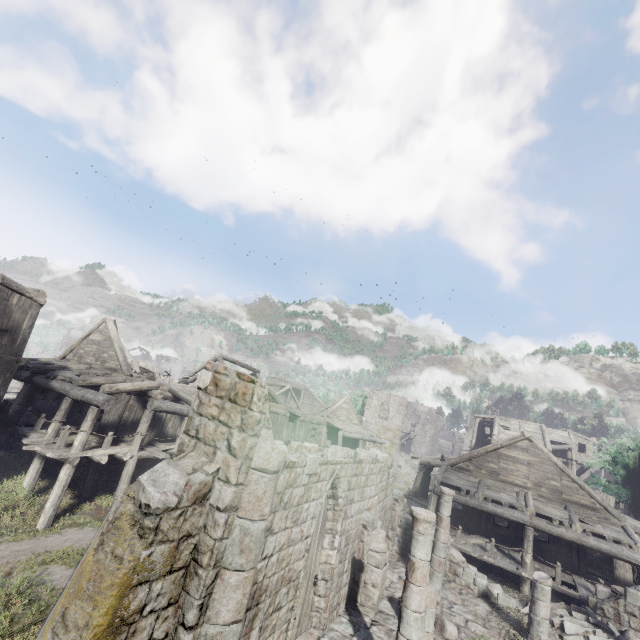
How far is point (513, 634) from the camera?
11.3 meters

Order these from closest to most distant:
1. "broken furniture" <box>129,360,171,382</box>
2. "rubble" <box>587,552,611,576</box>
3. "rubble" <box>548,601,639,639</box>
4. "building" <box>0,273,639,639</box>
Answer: "building" <box>0,273,639,639</box> → "rubble" <box>548,601,639,639</box> → "rubble" <box>587,552,611,576</box> → "broken furniture" <box>129,360,171,382</box>

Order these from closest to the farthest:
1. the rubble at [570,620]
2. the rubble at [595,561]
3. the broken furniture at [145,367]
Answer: the rubble at [570,620], the rubble at [595,561], the broken furniture at [145,367]

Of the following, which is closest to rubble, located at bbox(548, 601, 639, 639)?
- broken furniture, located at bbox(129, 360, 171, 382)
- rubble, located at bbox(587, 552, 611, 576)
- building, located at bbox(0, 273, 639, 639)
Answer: building, located at bbox(0, 273, 639, 639)

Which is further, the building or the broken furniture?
the broken furniture

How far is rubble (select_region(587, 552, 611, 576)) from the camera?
17.6 meters

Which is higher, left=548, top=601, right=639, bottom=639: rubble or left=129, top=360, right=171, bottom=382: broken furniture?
left=129, top=360, right=171, bottom=382: broken furniture

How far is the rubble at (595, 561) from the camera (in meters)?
17.58
